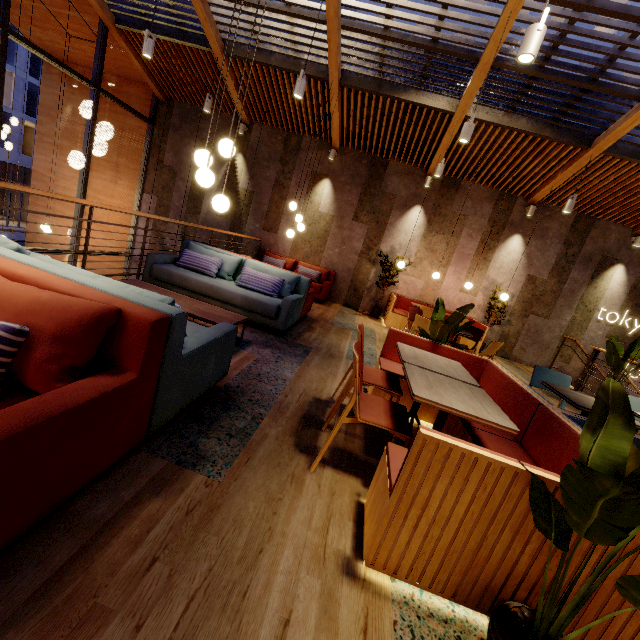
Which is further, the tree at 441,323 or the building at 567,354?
the building at 567,354

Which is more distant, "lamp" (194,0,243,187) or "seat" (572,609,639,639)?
"lamp" (194,0,243,187)

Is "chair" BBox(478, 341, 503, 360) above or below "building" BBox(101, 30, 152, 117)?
below

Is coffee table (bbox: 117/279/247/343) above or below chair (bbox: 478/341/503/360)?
below

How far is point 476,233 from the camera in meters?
8.7 m

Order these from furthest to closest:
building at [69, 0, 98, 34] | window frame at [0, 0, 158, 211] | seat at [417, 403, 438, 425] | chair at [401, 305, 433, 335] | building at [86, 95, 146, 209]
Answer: building at [86, 95, 146, 209], building at [69, 0, 98, 34], window frame at [0, 0, 158, 211], chair at [401, 305, 433, 335], seat at [417, 403, 438, 425]

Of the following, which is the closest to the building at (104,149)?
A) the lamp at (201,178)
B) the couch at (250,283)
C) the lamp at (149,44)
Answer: the couch at (250,283)

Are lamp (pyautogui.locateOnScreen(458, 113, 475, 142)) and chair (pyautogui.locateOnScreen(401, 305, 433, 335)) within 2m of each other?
no
